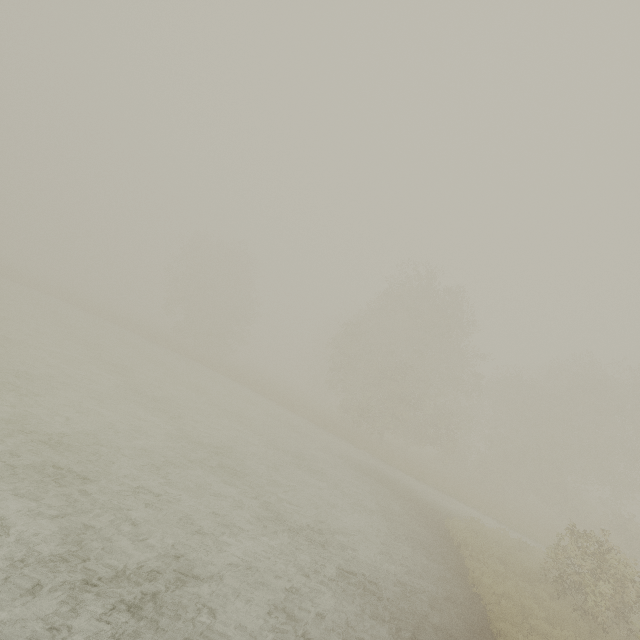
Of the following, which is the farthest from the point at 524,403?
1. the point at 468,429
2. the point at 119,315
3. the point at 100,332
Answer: the point at 119,315
